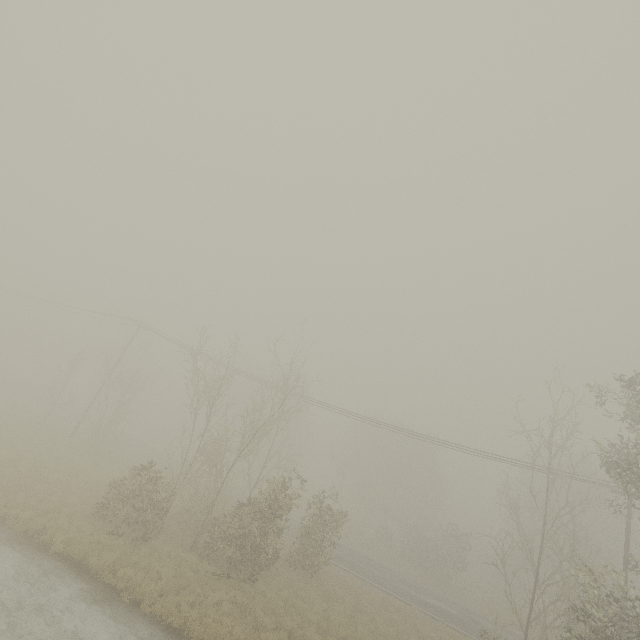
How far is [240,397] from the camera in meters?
54.3 m
